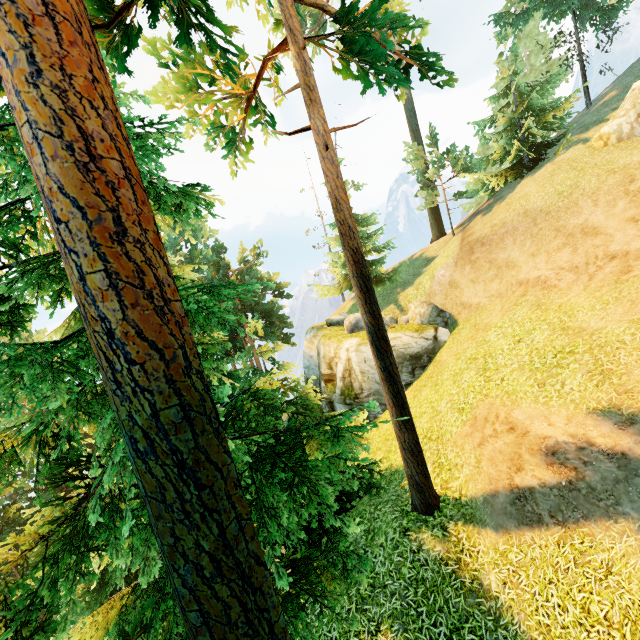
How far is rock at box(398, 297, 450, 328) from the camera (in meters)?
19.06

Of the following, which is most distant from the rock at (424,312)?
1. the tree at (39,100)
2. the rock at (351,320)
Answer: the tree at (39,100)

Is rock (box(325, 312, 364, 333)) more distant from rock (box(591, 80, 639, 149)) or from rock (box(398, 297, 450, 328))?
rock (box(591, 80, 639, 149))

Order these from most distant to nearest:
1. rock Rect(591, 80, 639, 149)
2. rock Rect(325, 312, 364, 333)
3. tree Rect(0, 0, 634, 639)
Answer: rock Rect(325, 312, 364, 333) < rock Rect(591, 80, 639, 149) < tree Rect(0, 0, 634, 639)

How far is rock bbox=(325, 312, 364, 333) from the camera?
22.00m

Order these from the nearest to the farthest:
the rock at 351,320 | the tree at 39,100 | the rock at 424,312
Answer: the tree at 39,100, the rock at 424,312, the rock at 351,320

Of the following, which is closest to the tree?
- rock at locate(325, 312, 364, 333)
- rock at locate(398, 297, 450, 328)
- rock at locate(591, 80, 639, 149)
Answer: rock at locate(325, 312, 364, 333)

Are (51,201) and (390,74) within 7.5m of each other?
no
